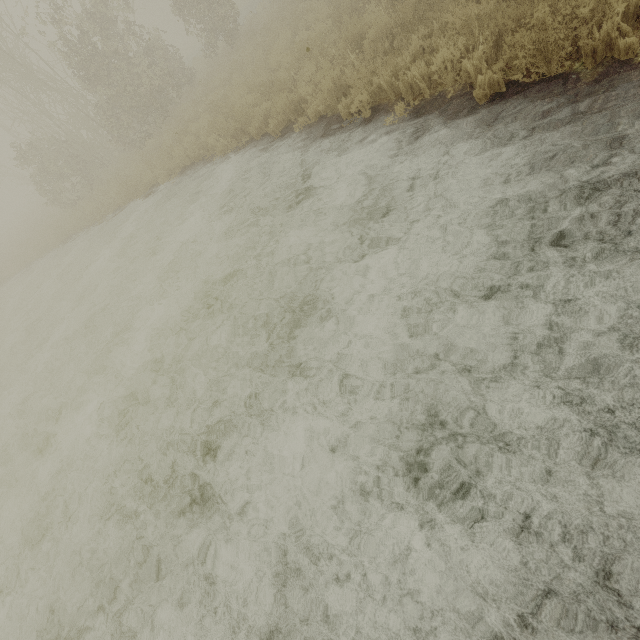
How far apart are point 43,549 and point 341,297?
6.47m

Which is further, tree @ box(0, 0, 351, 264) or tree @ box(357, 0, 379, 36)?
tree @ box(0, 0, 351, 264)

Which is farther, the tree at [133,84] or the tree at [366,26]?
the tree at [133,84]
